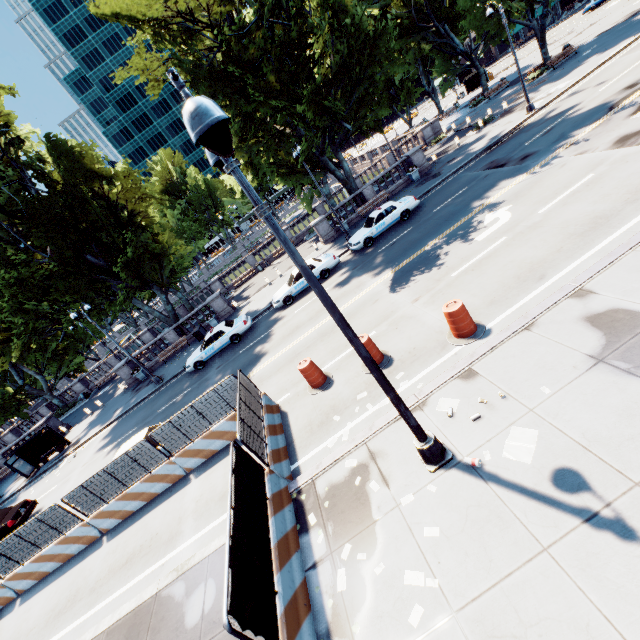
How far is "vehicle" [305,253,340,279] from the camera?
20.7 meters

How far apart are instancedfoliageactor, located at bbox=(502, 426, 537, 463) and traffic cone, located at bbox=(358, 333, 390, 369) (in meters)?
4.41

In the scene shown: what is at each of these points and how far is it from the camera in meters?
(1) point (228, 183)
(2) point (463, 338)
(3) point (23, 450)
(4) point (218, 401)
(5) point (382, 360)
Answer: (1) tree, 35.9
(2) traffic cone, 9.3
(3) bus stop, 24.2
(4) fence, 11.8
(5) traffic cone, 10.6

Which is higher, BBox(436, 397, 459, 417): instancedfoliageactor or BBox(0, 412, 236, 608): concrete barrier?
BBox(0, 412, 236, 608): concrete barrier

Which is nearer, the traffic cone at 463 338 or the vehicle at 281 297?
the traffic cone at 463 338

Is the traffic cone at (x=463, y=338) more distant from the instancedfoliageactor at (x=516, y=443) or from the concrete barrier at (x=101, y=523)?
the concrete barrier at (x=101, y=523)

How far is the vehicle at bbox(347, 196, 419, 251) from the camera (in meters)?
20.64

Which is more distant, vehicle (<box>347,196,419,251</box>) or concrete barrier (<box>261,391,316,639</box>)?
vehicle (<box>347,196,419,251</box>)
